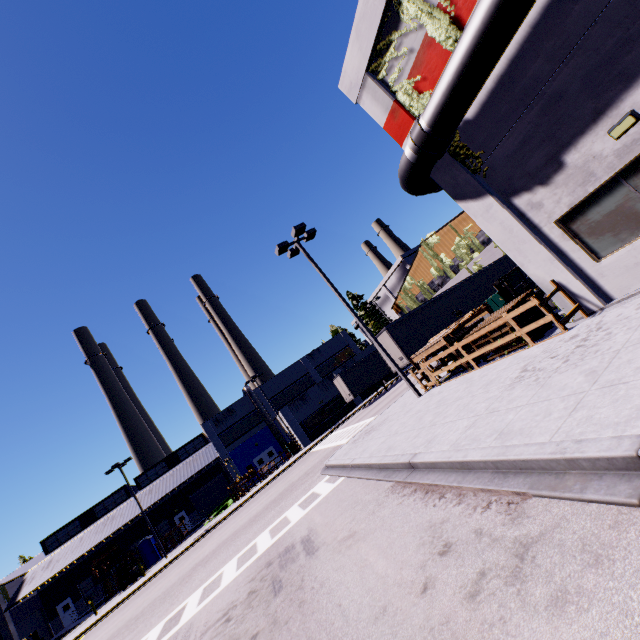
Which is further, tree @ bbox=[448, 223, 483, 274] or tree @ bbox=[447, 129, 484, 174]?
tree @ bbox=[448, 223, 483, 274]

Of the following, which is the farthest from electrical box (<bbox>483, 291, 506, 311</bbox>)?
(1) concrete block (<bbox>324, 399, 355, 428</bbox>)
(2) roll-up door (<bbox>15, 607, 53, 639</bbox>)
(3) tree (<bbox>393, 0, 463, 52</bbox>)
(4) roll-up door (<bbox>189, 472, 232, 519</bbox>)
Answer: (2) roll-up door (<bbox>15, 607, 53, 639</bbox>)

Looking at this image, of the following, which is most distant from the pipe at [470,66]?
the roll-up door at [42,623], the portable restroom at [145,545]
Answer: the roll-up door at [42,623]

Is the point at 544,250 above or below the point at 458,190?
below

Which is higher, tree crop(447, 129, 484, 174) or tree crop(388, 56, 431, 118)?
tree crop(388, 56, 431, 118)

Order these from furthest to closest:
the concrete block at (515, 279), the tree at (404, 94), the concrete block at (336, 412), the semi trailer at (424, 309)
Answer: the concrete block at (336, 412)
the concrete block at (515, 279)
the semi trailer at (424, 309)
the tree at (404, 94)

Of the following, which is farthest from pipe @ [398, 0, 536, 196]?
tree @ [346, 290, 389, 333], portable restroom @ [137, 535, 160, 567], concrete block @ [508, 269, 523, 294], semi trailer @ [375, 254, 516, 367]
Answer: portable restroom @ [137, 535, 160, 567]

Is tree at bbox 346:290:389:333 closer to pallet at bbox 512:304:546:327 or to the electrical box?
the electrical box
